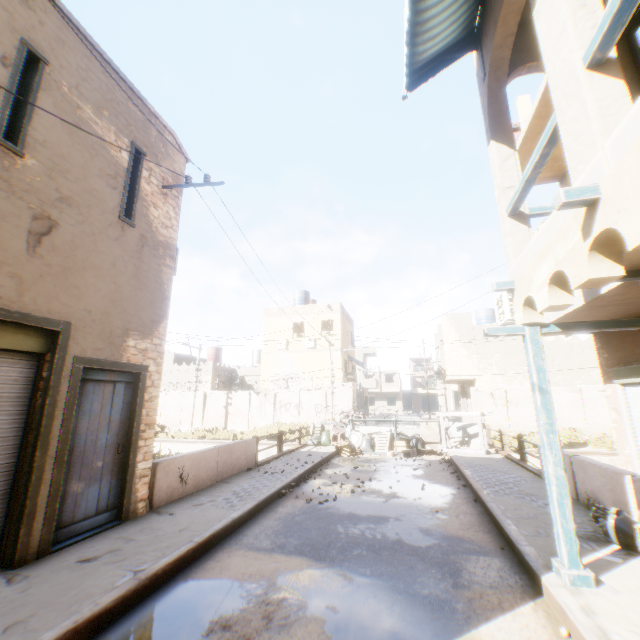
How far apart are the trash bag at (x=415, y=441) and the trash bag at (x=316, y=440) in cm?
285

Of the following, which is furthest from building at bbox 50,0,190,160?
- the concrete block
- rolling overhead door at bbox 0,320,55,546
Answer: the concrete block

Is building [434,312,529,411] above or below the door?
above

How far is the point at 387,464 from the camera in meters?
12.0

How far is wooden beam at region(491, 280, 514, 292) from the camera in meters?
4.8 m

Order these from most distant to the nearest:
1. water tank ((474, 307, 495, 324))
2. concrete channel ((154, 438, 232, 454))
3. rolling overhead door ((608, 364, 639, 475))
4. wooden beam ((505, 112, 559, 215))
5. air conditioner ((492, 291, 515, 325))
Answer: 1. water tank ((474, 307, 495, 324))
2. concrete channel ((154, 438, 232, 454))
3. air conditioner ((492, 291, 515, 325))
4. rolling overhead door ((608, 364, 639, 475))
5. wooden beam ((505, 112, 559, 215))

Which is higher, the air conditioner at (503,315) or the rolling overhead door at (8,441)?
the air conditioner at (503,315)

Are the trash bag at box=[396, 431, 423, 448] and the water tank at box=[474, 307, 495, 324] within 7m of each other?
no
